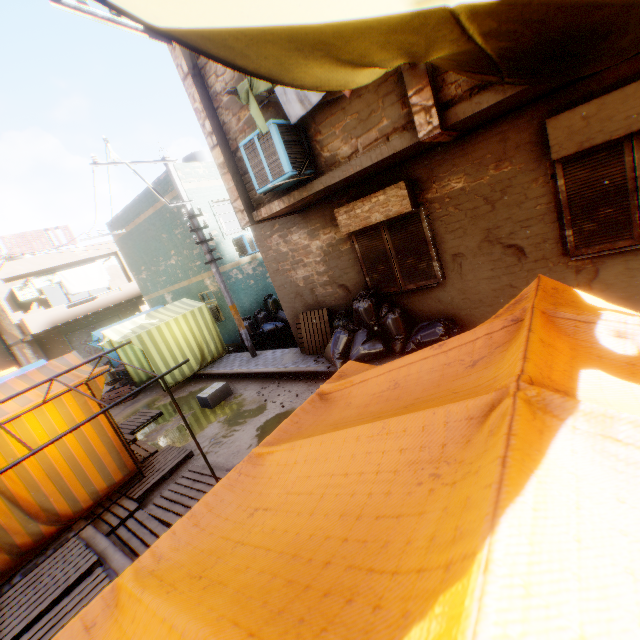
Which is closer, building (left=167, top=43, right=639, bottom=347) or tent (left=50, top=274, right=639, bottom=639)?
tent (left=50, top=274, right=639, bottom=639)

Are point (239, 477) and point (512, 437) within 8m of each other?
yes

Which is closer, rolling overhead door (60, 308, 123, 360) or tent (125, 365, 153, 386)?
tent (125, 365, 153, 386)

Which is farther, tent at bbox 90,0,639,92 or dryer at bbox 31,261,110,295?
dryer at bbox 31,261,110,295

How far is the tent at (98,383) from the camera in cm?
587

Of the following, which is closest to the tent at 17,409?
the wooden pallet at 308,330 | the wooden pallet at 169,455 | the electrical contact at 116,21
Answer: the wooden pallet at 169,455

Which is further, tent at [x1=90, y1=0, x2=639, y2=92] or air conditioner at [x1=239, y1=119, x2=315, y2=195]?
air conditioner at [x1=239, y1=119, x2=315, y2=195]

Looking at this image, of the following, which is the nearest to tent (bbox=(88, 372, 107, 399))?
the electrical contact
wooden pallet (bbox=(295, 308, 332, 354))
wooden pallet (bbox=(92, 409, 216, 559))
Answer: wooden pallet (bbox=(92, 409, 216, 559))
